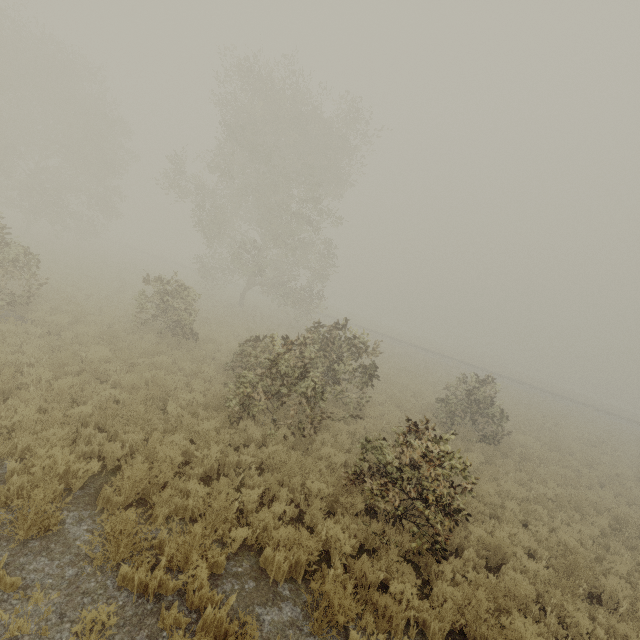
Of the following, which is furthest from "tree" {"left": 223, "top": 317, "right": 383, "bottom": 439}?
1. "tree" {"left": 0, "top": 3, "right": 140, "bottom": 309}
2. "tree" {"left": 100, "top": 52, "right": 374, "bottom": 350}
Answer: "tree" {"left": 0, "top": 3, "right": 140, "bottom": 309}

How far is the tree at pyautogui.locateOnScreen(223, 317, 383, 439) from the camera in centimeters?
902cm

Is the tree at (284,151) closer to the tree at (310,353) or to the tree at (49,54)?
the tree at (310,353)

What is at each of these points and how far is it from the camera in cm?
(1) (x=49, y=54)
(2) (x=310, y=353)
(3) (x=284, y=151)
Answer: (1) tree, 2569
(2) tree, 1000
(3) tree, 2622

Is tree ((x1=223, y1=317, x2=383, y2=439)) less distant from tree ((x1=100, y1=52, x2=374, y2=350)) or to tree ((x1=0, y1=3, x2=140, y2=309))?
tree ((x1=100, y1=52, x2=374, y2=350))
